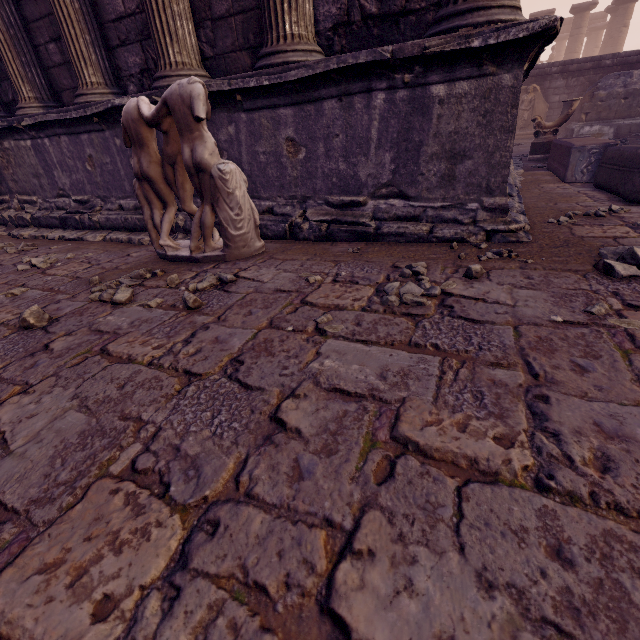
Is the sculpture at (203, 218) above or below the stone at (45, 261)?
above

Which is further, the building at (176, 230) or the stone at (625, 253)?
the building at (176, 230)

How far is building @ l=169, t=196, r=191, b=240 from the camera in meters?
3.8

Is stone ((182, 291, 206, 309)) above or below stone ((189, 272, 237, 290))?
above

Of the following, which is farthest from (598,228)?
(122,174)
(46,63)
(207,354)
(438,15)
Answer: (46,63)

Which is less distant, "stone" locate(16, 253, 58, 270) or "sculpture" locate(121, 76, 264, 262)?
"sculpture" locate(121, 76, 264, 262)

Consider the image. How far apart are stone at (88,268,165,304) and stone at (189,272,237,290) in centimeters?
27cm

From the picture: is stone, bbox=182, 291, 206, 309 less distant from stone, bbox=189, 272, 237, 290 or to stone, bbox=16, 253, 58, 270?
stone, bbox=189, 272, 237, 290
